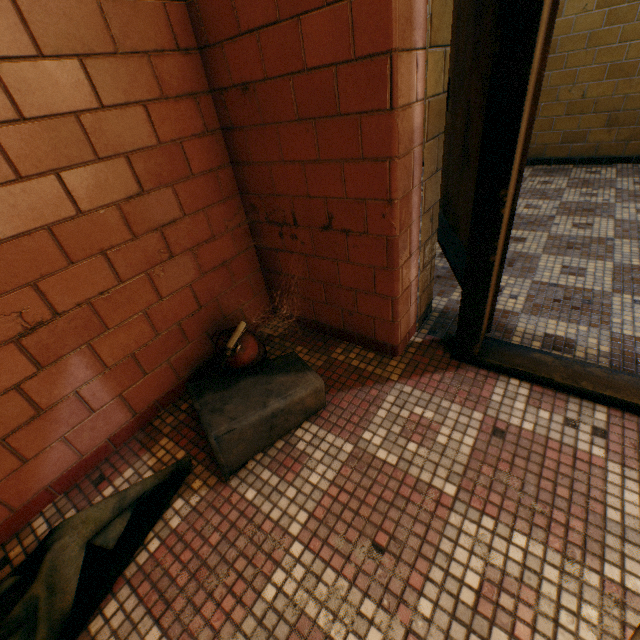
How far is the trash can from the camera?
1.22m

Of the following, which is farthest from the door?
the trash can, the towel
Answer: the towel

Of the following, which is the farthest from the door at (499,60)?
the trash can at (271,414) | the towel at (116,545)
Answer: the towel at (116,545)

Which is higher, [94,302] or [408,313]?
[94,302]

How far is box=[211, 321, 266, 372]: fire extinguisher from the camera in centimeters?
122cm

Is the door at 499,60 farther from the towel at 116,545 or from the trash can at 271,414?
the towel at 116,545

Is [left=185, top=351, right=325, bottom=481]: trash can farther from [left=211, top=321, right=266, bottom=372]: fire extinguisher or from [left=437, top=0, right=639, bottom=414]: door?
[left=437, top=0, right=639, bottom=414]: door

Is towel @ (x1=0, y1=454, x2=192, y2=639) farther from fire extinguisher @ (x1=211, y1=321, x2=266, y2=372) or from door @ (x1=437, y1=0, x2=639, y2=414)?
door @ (x1=437, y1=0, x2=639, y2=414)
